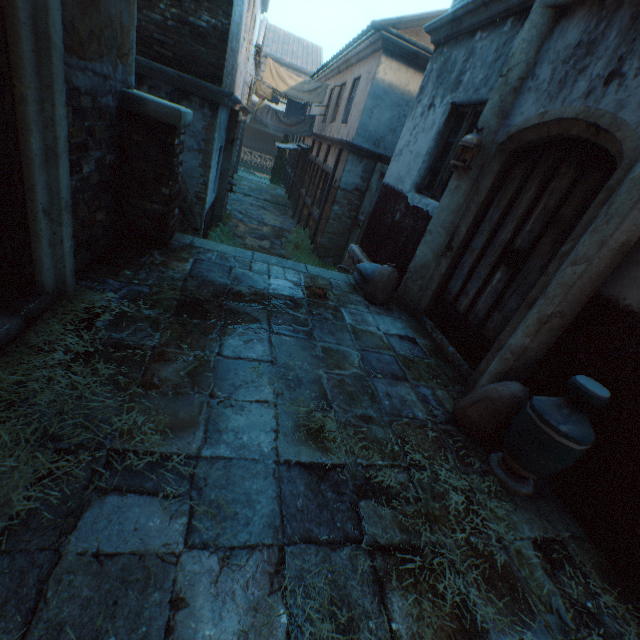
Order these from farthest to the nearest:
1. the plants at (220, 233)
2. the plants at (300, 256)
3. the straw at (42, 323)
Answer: the plants at (300, 256) < the plants at (220, 233) < the straw at (42, 323)

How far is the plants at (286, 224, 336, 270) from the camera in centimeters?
1085cm

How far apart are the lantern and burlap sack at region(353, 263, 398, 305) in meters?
1.4

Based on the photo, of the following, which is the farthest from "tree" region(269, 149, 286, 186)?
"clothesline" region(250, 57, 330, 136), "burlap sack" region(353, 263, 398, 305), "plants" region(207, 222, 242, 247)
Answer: "burlap sack" region(353, 263, 398, 305)

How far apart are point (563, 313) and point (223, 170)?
9.65m

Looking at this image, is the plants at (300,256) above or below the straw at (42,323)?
below

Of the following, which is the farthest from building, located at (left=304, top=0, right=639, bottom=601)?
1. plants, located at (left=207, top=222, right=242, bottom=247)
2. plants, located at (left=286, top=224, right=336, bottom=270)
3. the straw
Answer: plants, located at (left=207, top=222, right=242, bottom=247)

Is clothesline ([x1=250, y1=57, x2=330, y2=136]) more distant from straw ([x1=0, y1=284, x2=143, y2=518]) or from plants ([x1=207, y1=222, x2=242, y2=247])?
straw ([x1=0, y1=284, x2=143, y2=518])
